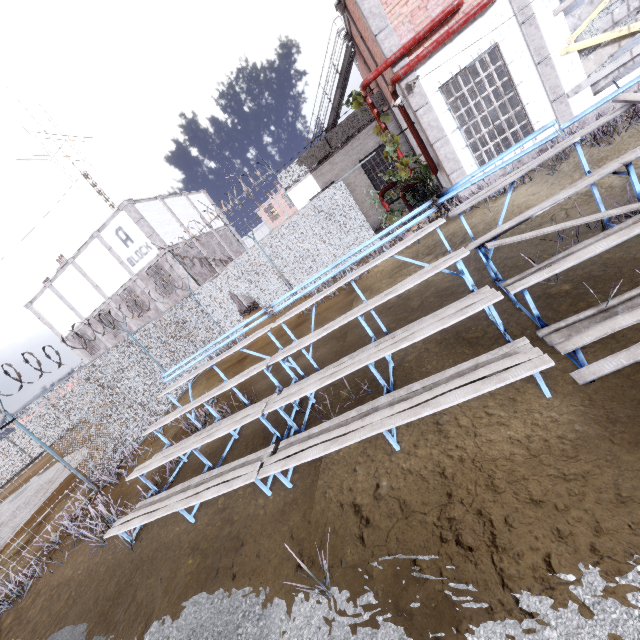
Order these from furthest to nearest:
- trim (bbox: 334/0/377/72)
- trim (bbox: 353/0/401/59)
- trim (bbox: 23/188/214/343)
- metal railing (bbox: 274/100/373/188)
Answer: trim (bbox: 23/188/214/343) → metal railing (bbox: 274/100/373/188) → trim (bbox: 334/0/377/72) → trim (bbox: 353/0/401/59)

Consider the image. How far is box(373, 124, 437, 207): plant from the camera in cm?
1005

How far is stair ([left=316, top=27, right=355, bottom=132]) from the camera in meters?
13.7

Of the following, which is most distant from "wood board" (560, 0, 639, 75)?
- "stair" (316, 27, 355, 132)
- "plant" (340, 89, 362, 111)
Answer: "stair" (316, 27, 355, 132)

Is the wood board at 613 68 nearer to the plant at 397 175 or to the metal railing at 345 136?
the plant at 397 175

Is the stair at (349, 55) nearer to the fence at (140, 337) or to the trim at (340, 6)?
the trim at (340, 6)

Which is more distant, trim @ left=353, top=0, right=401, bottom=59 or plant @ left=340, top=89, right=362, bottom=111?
plant @ left=340, top=89, right=362, bottom=111

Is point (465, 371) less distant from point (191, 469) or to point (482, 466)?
point (482, 466)
